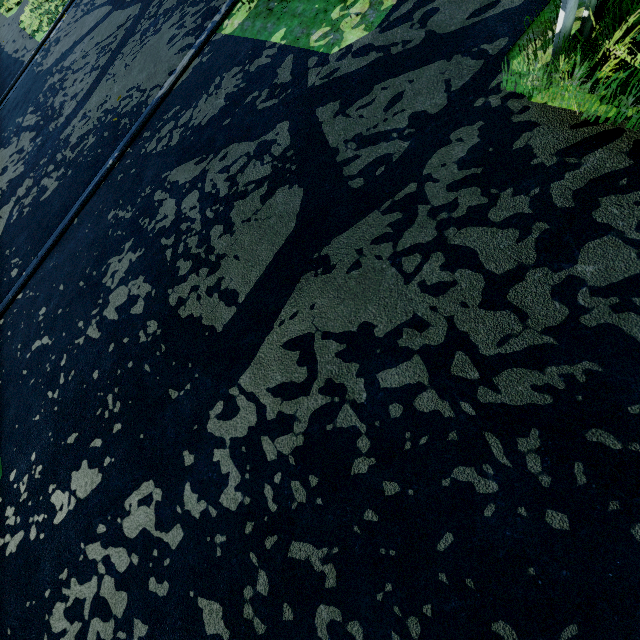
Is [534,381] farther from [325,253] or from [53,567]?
[53,567]

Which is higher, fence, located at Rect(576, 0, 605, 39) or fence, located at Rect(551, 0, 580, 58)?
fence, located at Rect(551, 0, 580, 58)

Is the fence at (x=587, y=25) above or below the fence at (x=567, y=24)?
below
